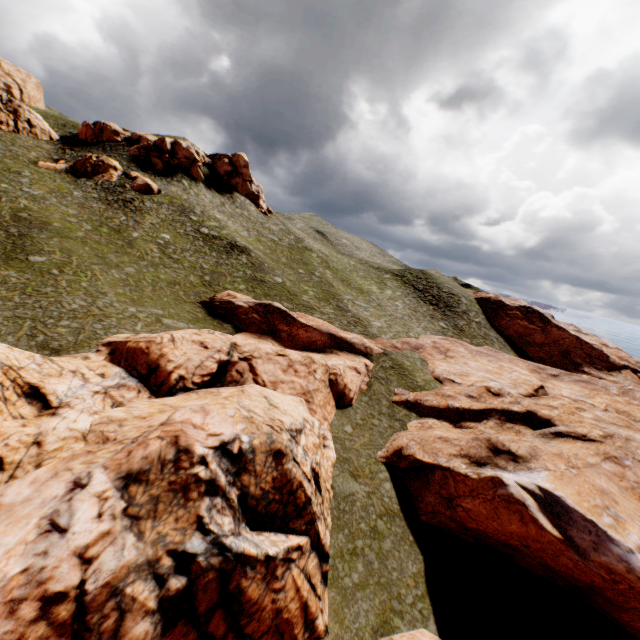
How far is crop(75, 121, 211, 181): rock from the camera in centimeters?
5022cm

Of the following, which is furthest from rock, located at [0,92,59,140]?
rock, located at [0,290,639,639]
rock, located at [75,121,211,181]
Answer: rock, located at [0,290,639,639]

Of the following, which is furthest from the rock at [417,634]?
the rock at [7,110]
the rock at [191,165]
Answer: the rock at [7,110]

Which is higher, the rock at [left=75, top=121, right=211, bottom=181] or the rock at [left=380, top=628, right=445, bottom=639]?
the rock at [left=75, top=121, right=211, bottom=181]

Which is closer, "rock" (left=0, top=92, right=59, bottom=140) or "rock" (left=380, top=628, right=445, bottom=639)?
"rock" (left=380, top=628, right=445, bottom=639)

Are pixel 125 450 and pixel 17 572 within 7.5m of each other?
yes
